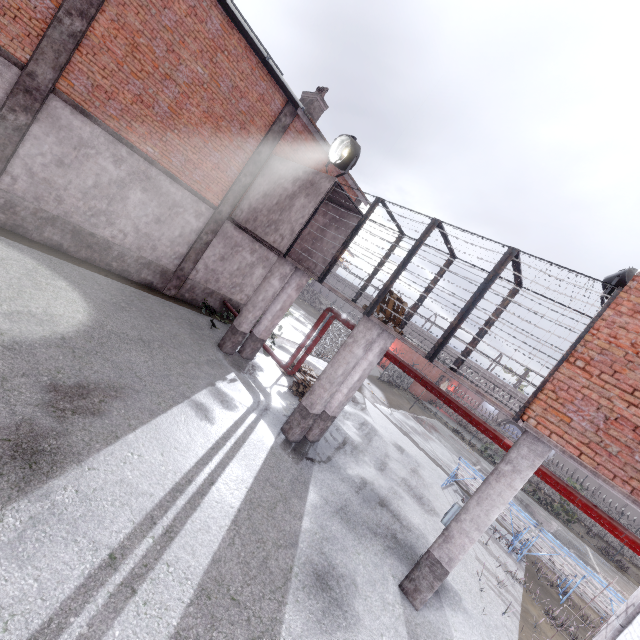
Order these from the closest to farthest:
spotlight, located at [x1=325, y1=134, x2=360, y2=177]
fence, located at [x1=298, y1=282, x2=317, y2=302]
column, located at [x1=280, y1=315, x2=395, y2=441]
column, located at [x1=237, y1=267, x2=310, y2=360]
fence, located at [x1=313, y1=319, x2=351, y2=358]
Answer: column, located at [x1=280, y1=315, x2=395, y2=441] < spotlight, located at [x1=325, y1=134, x2=360, y2=177] < column, located at [x1=237, y1=267, x2=310, y2=360] < fence, located at [x1=313, y1=319, x2=351, y2=358] < fence, located at [x1=298, y1=282, x2=317, y2=302]

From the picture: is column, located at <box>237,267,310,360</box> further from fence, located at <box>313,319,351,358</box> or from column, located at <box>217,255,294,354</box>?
fence, located at <box>313,319,351,358</box>

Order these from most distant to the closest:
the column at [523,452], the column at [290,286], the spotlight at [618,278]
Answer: the column at [290,286], the spotlight at [618,278], the column at [523,452]

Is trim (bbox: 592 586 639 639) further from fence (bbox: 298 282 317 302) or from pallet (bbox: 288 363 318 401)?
pallet (bbox: 288 363 318 401)

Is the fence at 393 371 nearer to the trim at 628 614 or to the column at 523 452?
the trim at 628 614

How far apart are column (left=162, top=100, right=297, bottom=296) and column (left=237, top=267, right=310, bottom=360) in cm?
366

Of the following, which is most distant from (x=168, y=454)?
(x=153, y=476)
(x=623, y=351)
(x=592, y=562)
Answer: (x=592, y=562)

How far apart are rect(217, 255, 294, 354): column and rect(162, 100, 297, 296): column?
3.35m
